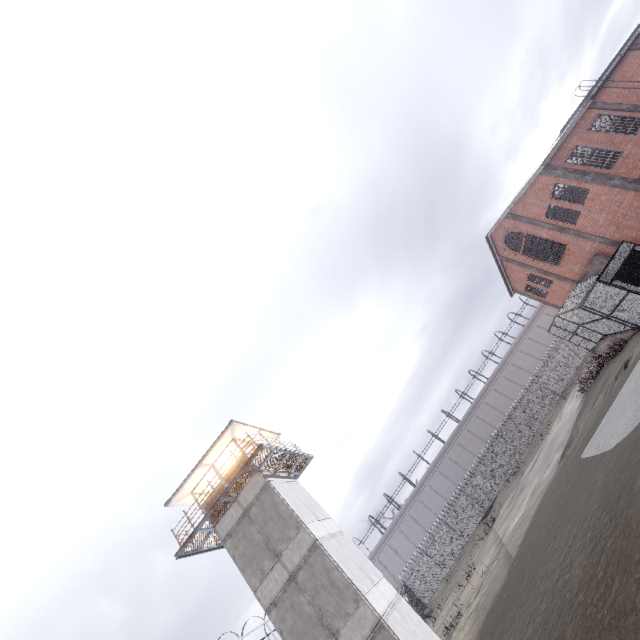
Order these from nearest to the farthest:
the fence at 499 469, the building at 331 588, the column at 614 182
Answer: the building at 331 588 → the column at 614 182 → the fence at 499 469

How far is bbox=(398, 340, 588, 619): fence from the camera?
35.3 meters

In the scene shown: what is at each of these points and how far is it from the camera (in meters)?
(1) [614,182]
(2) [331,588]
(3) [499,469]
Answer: (1) column, 19.16
(2) building, 14.80
(3) fence, 37.25

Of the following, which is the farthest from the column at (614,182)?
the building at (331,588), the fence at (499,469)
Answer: the fence at (499,469)

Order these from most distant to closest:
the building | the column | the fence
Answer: the fence, the column, the building

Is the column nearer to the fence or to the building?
the building

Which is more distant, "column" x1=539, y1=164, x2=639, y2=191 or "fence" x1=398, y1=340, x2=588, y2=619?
"fence" x1=398, y1=340, x2=588, y2=619
